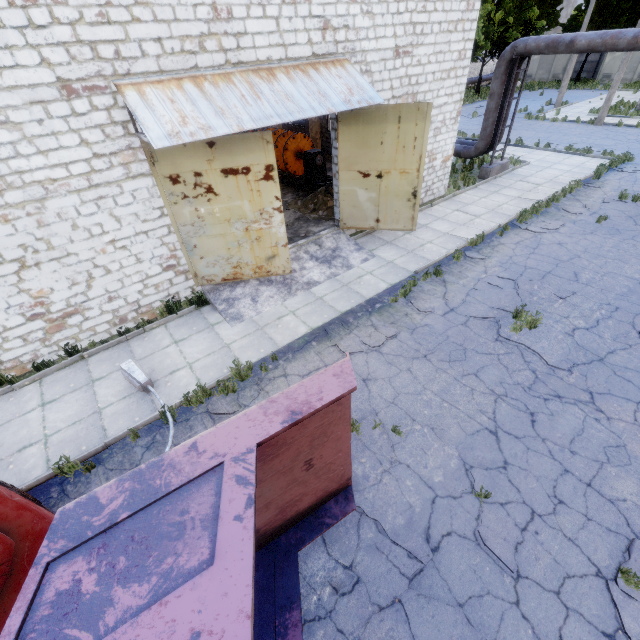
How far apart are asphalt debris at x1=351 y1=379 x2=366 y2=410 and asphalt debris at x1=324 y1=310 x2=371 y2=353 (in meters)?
0.75

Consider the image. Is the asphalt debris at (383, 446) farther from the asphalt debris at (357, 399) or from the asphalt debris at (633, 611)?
the asphalt debris at (633, 611)

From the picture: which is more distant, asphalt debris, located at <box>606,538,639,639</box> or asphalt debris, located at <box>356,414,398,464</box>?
asphalt debris, located at <box>356,414,398,464</box>

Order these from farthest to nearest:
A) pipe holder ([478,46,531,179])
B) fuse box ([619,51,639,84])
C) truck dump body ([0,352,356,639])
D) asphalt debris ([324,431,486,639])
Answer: Answer: fuse box ([619,51,639,84]) → pipe holder ([478,46,531,179]) → asphalt debris ([324,431,486,639]) → truck dump body ([0,352,356,639])

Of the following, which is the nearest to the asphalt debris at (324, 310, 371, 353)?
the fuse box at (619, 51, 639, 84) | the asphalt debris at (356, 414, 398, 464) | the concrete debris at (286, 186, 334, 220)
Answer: the asphalt debris at (356, 414, 398, 464)

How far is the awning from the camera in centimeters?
631cm

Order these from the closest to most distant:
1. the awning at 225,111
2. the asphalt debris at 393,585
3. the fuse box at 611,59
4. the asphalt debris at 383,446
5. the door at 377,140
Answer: the asphalt debris at 393,585
the asphalt debris at 383,446
the awning at 225,111
the door at 377,140
the fuse box at 611,59

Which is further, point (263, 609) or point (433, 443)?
point (433, 443)
